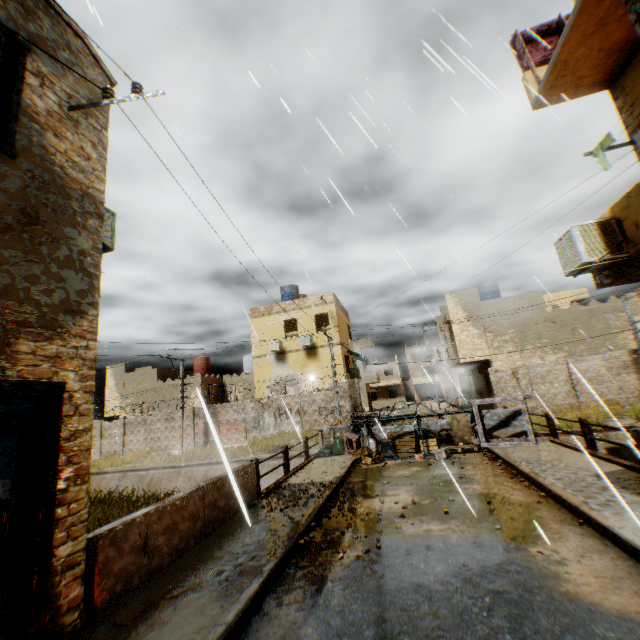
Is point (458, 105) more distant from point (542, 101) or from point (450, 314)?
point (450, 314)

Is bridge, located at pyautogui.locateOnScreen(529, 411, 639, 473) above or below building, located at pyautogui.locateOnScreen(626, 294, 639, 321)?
below

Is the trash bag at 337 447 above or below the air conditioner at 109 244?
below

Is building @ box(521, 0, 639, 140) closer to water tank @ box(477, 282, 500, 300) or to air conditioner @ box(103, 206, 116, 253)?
air conditioner @ box(103, 206, 116, 253)

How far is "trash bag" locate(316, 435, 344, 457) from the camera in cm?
1320

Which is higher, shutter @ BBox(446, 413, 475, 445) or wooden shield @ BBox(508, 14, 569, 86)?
wooden shield @ BBox(508, 14, 569, 86)

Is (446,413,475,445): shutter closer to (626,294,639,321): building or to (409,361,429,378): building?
(626,294,639,321): building

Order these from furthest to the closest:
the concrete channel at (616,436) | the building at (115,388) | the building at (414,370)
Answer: the building at (414,370) < the building at (115,388) < the concrete channel at (616,436)
